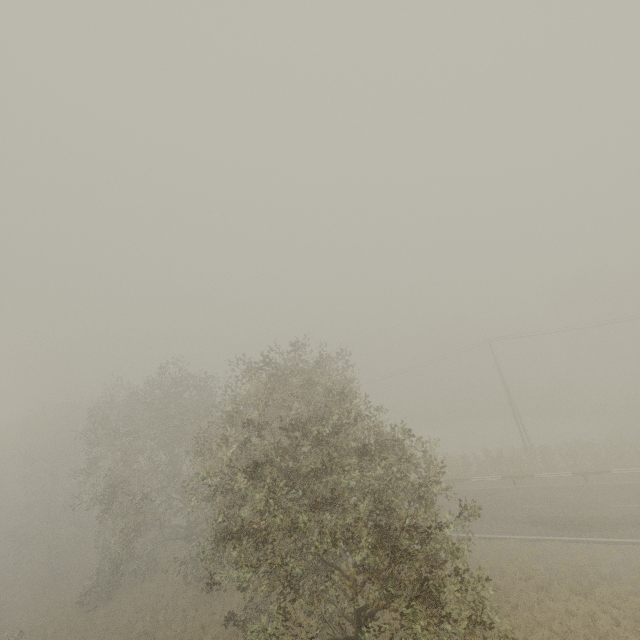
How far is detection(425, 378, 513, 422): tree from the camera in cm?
4869

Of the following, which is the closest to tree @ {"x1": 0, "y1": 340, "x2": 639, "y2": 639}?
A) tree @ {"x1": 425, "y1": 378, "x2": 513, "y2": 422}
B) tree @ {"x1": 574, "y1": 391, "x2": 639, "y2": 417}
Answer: tree @ {"x1": 574, "y1": 391, "x2": 639, "y2": 417}

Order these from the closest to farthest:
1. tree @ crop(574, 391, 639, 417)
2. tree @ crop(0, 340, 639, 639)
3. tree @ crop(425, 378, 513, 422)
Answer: tree @ crop(0, 340, 639, 639) < tree @ crop(574, 391, 639, 417) < tree @ crop(425, 378, 513, 422)

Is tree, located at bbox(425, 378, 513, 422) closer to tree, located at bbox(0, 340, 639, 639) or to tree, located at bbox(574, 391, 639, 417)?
tree, located at bbox(574, 391, 639, 417)

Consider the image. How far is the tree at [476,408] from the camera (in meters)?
48.69

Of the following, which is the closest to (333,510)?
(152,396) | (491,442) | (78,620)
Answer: (152,396)

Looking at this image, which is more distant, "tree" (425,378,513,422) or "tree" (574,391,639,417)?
"tree" (425,378,513,422)

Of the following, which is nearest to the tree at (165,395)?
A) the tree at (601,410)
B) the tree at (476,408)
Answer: the tree at (601,410)
